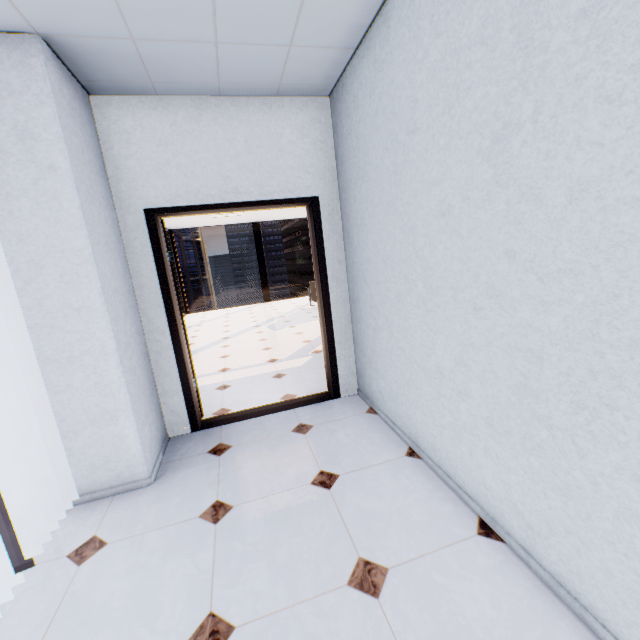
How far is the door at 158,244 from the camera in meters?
2.8

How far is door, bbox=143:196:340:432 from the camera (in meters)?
2.85

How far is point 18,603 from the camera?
1.6m
